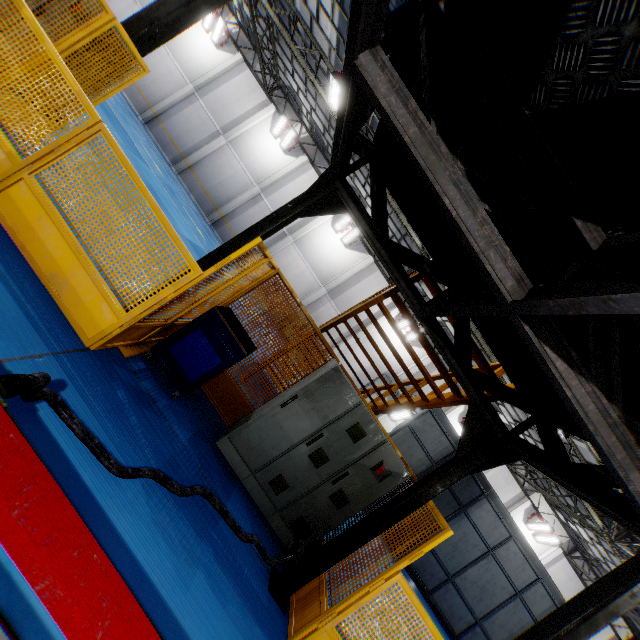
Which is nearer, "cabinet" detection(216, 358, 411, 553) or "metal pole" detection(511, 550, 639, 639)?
"cabinet" detection(216, 358, 411, 553)

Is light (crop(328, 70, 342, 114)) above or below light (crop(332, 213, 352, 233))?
above

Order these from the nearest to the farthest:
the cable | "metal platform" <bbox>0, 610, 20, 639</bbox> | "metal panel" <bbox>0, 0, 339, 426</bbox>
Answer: "metal platform" <bbox>0, 610, 20, 639</bbox>
the cable
"metal panel" <bbox>0, 0, 339, 426</bbox>

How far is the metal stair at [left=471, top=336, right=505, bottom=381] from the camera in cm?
454

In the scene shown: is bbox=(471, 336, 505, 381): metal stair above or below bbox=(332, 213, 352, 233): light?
below

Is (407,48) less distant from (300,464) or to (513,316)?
(513,316)

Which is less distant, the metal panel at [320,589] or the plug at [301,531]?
the metal panel at [320,589]

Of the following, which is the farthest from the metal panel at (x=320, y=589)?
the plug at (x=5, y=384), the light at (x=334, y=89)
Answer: the light at (x=334, y=89)
